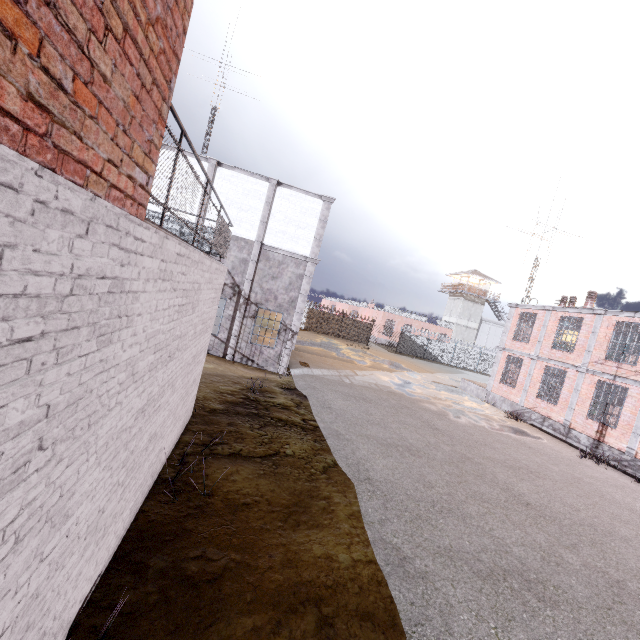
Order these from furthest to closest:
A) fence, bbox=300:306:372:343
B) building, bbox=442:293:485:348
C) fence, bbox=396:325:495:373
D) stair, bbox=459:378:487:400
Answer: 1. building, bbox=442:293:485:348
2. fence, bbox=396:325:495:373
3. fence, bbox=300:306:372:343
4. stair, bbox=459:378:487:400

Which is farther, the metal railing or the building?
the building

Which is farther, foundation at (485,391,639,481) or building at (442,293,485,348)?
building at (442,293,485,348)

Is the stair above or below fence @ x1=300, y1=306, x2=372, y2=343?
below

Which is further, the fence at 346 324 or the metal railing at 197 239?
the fence at 346 324

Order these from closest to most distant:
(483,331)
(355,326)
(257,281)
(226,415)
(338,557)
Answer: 1. (338,557)
2. (226,415)
3. (257,281)
4. (355,326)
5. (483,331)

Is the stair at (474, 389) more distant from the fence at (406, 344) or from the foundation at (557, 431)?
the fence at (406, 344)

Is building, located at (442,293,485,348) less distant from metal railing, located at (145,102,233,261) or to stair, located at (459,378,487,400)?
stair, located at (459,378,487,400)
